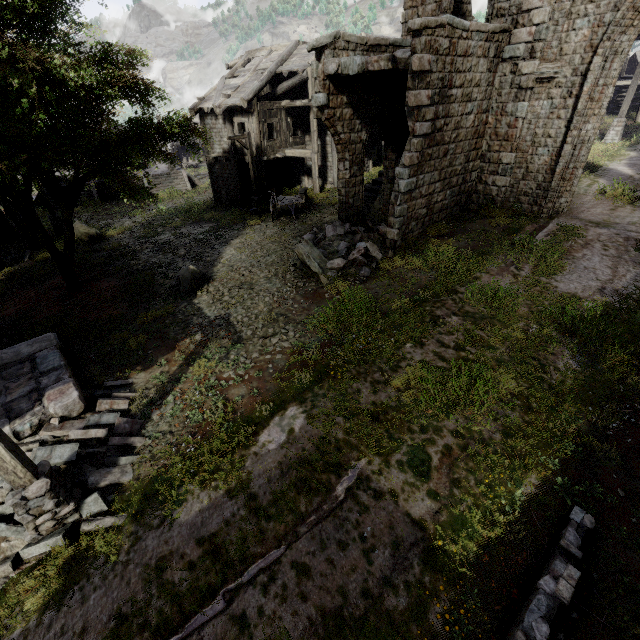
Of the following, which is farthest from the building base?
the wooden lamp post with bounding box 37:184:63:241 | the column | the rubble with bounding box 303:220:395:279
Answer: the column

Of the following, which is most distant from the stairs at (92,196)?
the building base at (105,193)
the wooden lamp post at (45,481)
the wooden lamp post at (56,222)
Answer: the wooden lamp post at (45,481)

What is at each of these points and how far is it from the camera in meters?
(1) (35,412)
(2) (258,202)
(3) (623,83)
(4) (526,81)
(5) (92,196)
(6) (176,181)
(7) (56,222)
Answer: (1) building, 6.6
(2) wooden lamp post, 20.5
(3) building, 21.4
(4) building, 11.3
(5) stairs, 28.8
(6) stairs, 31.7
(7) wooden lamp post, 19.5

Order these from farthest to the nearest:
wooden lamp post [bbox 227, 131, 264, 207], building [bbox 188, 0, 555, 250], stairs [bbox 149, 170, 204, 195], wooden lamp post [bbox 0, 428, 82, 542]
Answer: stairs [bbox 149, 170, 204, 195] < wooden lamp post [bbox 227, 131, 264, 207] < building [bbox 188, 0, 555, 250] < wooden lamp post [bbox 0, 428, 82, 542]

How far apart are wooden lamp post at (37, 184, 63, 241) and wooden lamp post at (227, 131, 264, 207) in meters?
10.2 m

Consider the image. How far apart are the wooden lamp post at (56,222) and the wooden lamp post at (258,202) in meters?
10.2

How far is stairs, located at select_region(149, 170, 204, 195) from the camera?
30.4 meters
